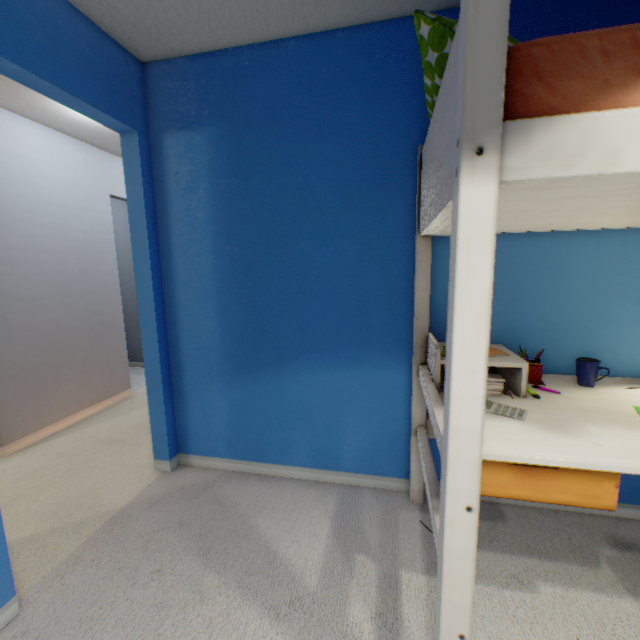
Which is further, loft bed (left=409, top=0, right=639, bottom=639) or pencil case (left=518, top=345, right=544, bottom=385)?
pencil case (left=518, top=345, right=544, bottom=385)

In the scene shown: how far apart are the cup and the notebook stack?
0.4m

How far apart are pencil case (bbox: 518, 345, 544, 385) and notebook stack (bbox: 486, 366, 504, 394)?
0.2 meters

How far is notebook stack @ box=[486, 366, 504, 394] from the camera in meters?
1.3

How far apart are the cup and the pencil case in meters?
0.1 m

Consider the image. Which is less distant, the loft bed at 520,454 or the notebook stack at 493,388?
the loft bed at 520,454

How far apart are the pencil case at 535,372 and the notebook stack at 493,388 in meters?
0.2

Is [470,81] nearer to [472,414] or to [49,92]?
[472,414]
